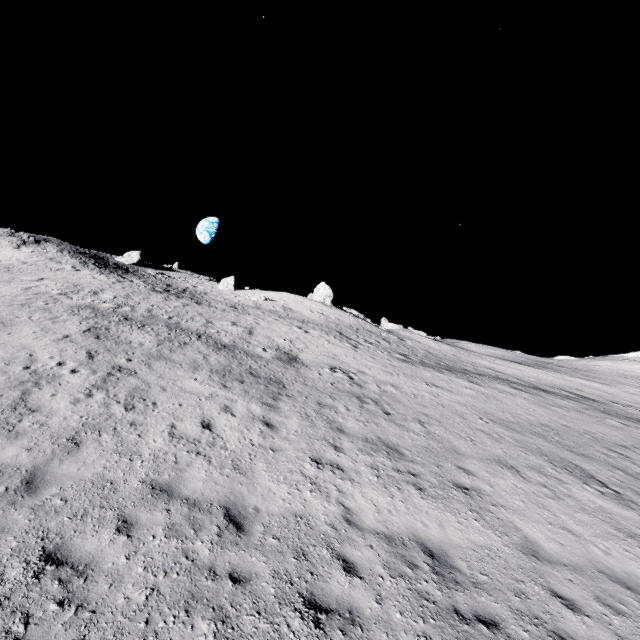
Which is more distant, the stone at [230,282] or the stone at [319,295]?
the stone at [230,282]

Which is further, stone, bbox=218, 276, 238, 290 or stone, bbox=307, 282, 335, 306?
stone, bbox=218, 276, 238, 290

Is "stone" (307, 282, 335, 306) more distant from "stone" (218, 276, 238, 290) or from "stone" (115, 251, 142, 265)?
"stone" (115, 251, 142, 265)

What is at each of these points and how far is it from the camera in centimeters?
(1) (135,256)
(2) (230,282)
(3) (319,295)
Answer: (1) stone, 4944cm
(2) stone, 5028cm
(3) stone, 4559cm

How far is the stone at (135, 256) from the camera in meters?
48.4

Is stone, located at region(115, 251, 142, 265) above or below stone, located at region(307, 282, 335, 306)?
above

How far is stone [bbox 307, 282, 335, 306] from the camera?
45.00m

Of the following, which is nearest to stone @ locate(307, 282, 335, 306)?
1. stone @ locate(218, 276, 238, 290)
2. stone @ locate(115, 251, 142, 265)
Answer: stone @ locate(218, 276, 238, 290)
